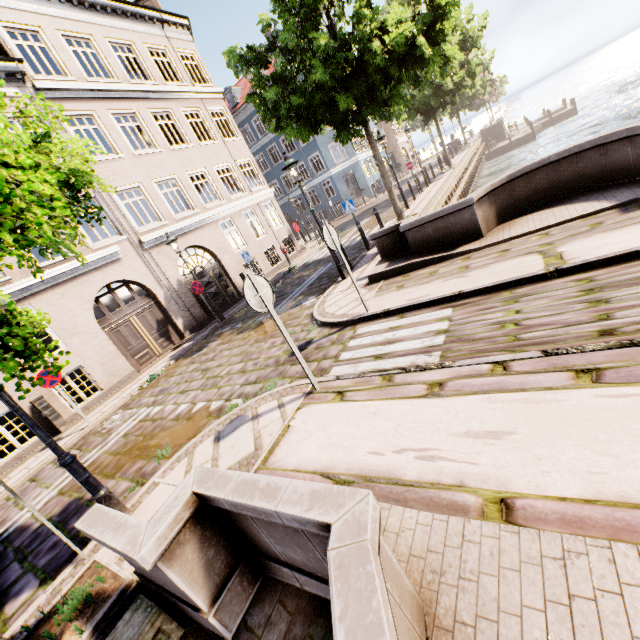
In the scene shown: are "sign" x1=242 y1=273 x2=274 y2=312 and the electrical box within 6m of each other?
no

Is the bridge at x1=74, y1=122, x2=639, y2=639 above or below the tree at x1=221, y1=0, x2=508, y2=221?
below

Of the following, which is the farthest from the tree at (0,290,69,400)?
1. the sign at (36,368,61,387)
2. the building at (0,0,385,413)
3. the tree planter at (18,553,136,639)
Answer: the sign at (36,368,61,387)

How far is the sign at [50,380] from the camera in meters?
8.4

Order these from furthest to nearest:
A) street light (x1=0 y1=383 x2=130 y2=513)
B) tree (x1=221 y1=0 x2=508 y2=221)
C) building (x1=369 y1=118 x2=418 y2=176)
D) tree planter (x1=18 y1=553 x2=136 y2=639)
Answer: building (x1=369 y1=118 x2=418 y2=176) → tree (x1=221 y1=0 x2=508 y2=221) → street light (x1=0 y1=383 x2=130 y2=513) → tree planter (x1=18 y1=553 x2=136 y2=639)

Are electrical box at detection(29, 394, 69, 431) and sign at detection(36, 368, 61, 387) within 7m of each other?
yes

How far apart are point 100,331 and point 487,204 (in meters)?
12.76

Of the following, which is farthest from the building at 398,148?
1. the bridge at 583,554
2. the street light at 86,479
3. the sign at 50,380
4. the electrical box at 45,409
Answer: the bridge at 583,554
